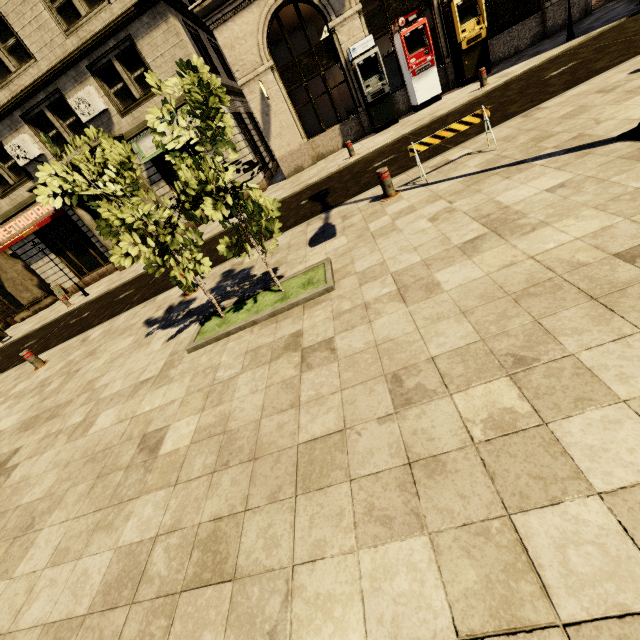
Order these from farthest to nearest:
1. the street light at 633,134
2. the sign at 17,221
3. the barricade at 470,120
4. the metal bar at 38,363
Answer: the sign at 17,221
the metal bar at 38,363
the barricade at 470,120
the street light at 633,134

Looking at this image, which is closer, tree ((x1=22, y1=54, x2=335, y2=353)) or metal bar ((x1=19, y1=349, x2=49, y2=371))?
tree ((x1=22, y1=54, x2=335, y2=353))

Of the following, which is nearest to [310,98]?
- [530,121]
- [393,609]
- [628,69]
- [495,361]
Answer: [530,121]

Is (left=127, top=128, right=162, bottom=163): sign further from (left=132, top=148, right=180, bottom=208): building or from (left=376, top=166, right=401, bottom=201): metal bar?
(left=376, top=166, right=401, bottom=201): metal bar

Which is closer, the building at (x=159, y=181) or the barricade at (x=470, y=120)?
the barricade at (x=470, y=120)

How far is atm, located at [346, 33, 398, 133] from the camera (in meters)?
12.41

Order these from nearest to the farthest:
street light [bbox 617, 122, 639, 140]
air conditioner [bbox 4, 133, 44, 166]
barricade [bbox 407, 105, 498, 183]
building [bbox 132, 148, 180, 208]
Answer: street light [bbox 617, 122, 639, 140], barricade [bbox 407, 105, 498, 183], air conditioner [bbox 4, 133, 44, 166], building [bbox 132, 148, 180, 208]

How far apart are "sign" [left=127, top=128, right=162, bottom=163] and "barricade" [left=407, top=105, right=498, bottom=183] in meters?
11.8
